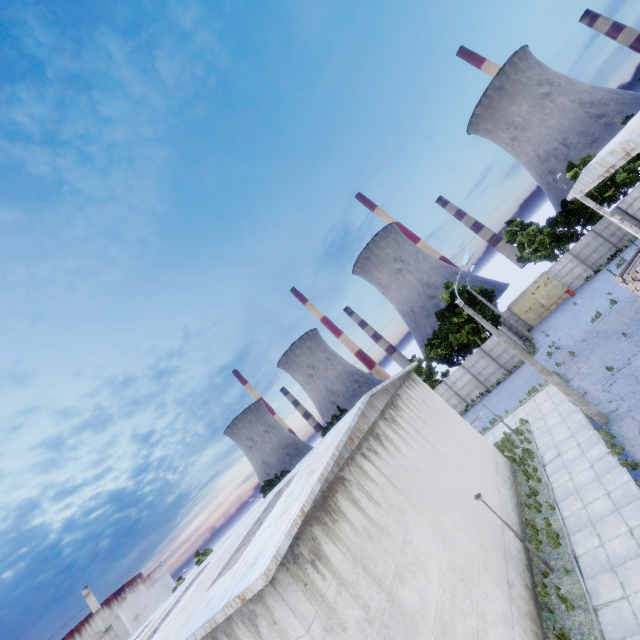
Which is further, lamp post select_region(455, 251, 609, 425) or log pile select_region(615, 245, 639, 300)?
log pile select_region(615, 245, 639, 300)

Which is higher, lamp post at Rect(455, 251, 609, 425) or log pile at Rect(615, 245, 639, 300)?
log pile at Rect(615, 245, 639, 300)

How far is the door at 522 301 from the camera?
37.88m

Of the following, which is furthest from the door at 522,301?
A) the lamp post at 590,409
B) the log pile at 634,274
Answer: the lamp post at 590,409

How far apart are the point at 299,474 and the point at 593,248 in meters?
41.6 m

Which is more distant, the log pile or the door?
the door

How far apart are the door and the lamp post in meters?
26.8 m

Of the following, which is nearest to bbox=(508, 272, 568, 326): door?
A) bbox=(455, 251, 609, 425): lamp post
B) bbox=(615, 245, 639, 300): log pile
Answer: bbox=(615, 245, 639, 300): log pile
